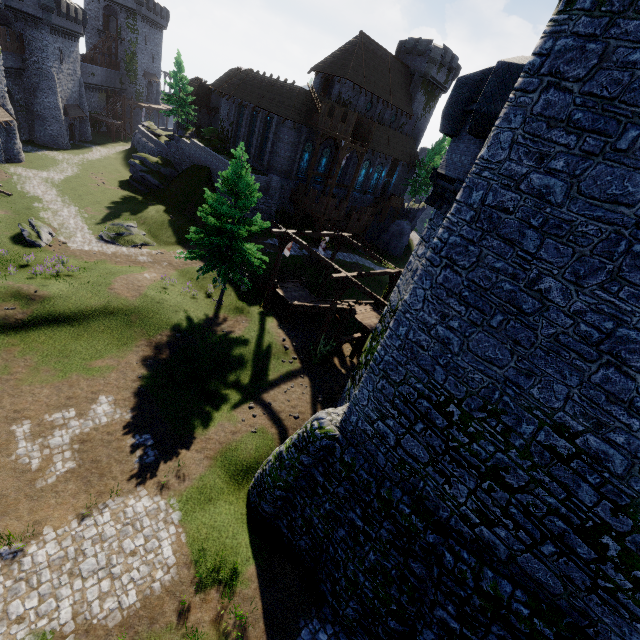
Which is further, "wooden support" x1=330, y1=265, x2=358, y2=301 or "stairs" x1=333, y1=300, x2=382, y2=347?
"stairs" x1=333, y1=300, x2=382, y2=347

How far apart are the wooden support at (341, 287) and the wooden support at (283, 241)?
3.7m

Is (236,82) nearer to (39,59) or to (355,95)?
(355,95)

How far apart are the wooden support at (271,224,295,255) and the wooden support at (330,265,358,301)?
3.7 meters

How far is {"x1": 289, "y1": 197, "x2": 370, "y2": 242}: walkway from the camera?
36.0m

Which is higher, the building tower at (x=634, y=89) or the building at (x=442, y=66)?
the building at (x=442, y=66)

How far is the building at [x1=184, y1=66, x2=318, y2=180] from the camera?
34.5m

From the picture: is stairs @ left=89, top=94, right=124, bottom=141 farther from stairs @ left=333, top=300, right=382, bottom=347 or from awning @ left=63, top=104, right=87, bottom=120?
stairs @ left=333, top=300, right=382, bottom=347
